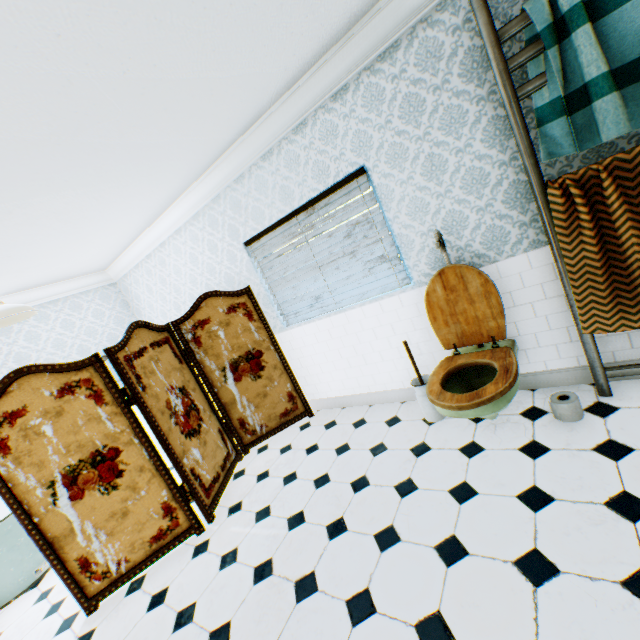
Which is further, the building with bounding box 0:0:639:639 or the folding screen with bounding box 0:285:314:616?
the folding screen with bounding box 0:285:314:616

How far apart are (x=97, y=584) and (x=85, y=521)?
0.5 meters

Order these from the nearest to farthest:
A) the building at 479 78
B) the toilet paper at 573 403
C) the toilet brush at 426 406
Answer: the building at 479 78, the toilet paper at 573 403, the toilet brush at 426 406

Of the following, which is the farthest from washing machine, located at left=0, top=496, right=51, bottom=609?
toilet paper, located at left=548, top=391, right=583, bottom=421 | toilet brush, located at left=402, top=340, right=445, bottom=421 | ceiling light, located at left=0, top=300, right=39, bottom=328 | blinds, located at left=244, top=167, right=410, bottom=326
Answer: toilet paper, located at left=548, top=391, right=583, bottom=421

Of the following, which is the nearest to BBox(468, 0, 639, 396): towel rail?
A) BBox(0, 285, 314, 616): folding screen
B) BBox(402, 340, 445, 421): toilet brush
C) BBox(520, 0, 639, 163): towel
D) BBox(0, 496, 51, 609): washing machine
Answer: BBox(520, 0, 639, 163): towel

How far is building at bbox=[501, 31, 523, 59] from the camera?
2.02m

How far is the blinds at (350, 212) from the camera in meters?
3.0 m

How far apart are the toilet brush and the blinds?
0.6m
